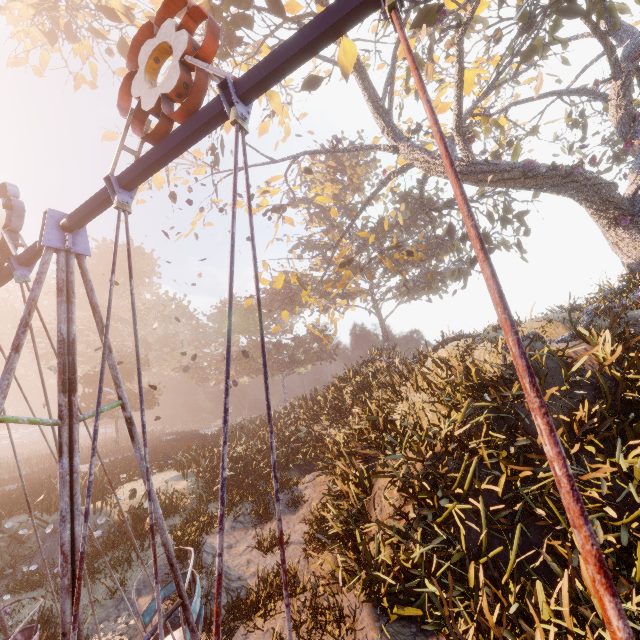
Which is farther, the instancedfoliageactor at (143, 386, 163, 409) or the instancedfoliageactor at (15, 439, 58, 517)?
the instancedfoliageactor at (143, 386, 163, 409)

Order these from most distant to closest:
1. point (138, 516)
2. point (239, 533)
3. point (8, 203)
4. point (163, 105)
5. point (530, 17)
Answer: point (530, 17), point (138, 516), point (239, 533), point (8, 203), point (163, 105)

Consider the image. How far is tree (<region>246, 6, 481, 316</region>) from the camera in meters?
12.4

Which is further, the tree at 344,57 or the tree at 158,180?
the tree at 158,180

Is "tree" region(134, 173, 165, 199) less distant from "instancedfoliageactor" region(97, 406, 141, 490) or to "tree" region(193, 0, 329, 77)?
"tree" region(193, 0, 329, 77)

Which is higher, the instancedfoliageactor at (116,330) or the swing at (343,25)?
the instancedfoliageactor at (116,330)

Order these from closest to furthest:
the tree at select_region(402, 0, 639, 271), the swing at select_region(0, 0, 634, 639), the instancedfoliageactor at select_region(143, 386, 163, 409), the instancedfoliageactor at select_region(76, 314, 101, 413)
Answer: the swing at select_region(0, 0, 634, 639)
the tree at select_region(402, 0, 639, 271)
the instancedfoliageactor at select_region(76, 314, 101, 413)
the instancedfoliageactor at select_region(143, 386, 163, 409)

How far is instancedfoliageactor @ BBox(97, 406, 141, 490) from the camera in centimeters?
1564cm
